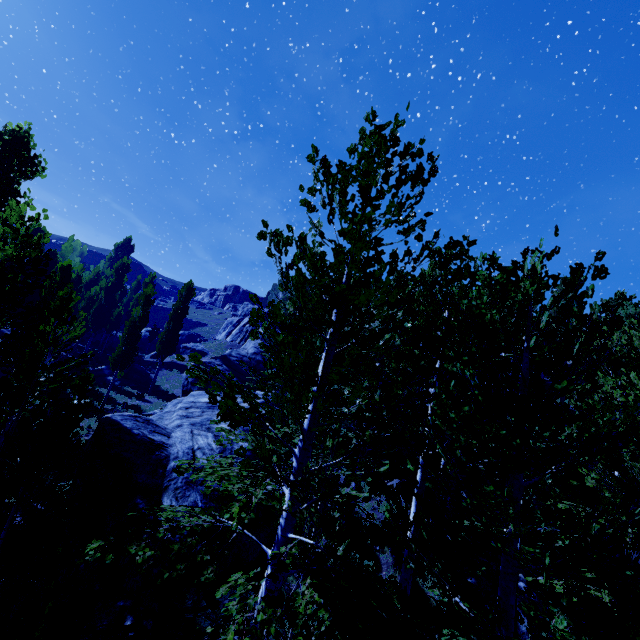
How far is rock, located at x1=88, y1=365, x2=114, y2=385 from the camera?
29.62m

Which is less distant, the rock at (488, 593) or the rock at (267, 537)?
the rock at (488, 593)

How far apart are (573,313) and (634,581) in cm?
248

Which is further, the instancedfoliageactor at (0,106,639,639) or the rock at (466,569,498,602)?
the rock at (466,569,498,602)

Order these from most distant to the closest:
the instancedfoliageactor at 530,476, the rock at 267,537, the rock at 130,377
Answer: the rock at 130,377 → the rock at 267,537 → the instancedfoliageactor at 530,476

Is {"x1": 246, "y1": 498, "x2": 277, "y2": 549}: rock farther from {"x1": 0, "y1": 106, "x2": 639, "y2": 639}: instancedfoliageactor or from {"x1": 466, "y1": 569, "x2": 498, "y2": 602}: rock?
{"x1": 466, "y1": 569, "x2": 498, "y2": 602}: rock

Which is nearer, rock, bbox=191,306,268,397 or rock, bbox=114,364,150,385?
rock, bbox=191,306,268,397
